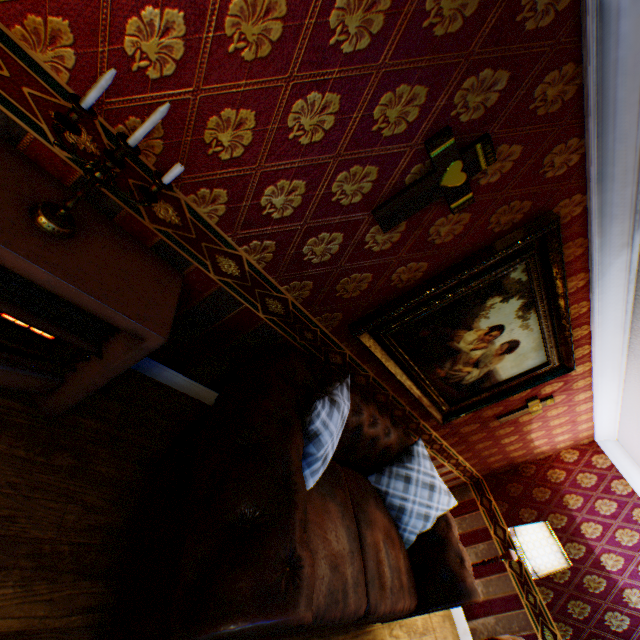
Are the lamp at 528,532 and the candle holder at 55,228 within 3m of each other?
no

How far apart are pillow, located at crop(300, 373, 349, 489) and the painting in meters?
0.3

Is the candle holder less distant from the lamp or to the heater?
the heater

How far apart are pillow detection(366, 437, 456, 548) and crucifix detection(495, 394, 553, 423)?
1.1m

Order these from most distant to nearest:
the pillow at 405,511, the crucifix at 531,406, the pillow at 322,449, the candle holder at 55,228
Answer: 1. the crucifix at 531,406
2. the pillow at 405,511
3. the pillow at 322,449
4. the candle holder at 55,228

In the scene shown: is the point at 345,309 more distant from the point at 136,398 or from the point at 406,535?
the point at 406,535

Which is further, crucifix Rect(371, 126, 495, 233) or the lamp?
the lamp

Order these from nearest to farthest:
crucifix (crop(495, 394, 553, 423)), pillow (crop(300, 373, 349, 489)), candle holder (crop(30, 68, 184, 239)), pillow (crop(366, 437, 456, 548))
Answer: candle holder (crop(30, 68, 184, 239)), pillow (crop(300, 373, 349, 489)), pillow (crop(366, 437, 456, 548)), crucifix (crop(495, 394, 553, 423))
